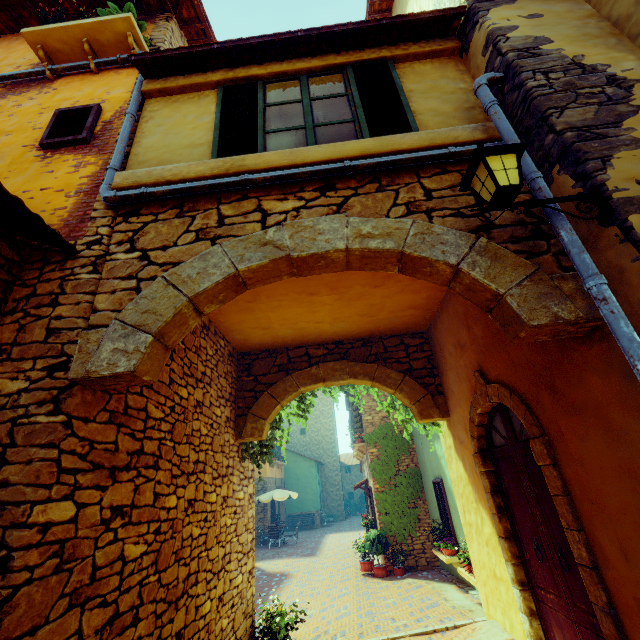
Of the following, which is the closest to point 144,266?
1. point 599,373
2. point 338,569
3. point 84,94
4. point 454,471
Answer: point 84,94

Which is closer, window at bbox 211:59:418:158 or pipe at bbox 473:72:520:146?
pipe at bbox 473:72:520:146

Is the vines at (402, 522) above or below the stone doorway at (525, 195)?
below

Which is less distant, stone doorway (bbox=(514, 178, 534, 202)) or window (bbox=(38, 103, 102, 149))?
stone doorway (bbox=(514, 178, 534, 202))

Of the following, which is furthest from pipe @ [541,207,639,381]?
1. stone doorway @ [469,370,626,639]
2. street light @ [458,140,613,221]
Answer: stone doorway @ [469,370,626,639]

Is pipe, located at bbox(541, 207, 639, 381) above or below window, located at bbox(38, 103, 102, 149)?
below

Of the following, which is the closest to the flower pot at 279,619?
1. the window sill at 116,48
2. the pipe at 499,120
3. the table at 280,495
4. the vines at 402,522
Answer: the vines at 402,522

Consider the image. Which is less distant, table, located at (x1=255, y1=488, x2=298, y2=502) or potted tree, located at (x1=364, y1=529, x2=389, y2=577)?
potted tree, located at (x1=364, y1=529, x2=389, y2=577)
